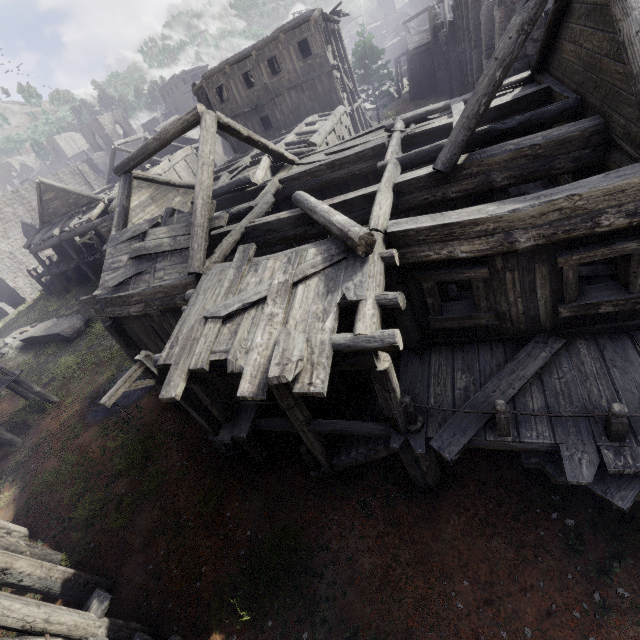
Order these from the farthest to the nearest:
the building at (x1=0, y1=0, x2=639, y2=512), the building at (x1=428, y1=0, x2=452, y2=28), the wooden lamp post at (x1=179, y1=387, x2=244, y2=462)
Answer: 1. the building at (x1=428, y1=0, x2=452, y2=28)
2. the wooden lamp post at (x1=179, y1=387, x2=244, y2=462)
3. the building at (x1=0, y1=0, x2=639, y2=512)

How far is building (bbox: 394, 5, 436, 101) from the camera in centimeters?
3894cm

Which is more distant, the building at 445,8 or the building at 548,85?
the building at 445,8

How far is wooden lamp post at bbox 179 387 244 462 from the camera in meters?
9.1 m

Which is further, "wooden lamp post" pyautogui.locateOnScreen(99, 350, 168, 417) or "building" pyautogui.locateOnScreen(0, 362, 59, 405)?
"building" pyautogui.locateOnScreen(0, 362, 59, 405)

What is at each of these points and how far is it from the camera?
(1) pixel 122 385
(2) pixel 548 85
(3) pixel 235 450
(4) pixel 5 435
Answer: (1) wooden lamp post, 7.6 meters
(2) building, 8.9 meters
(3) wooden lamp post, 10.3 meters
(4) building, 15.1 meters
